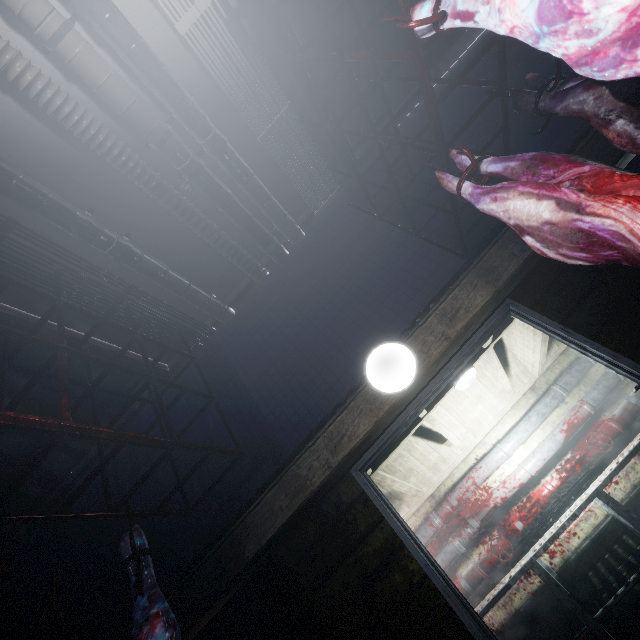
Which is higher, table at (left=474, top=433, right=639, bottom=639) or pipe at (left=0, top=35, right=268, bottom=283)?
pipe at (left=0, top=35, right=268, bottom=283)

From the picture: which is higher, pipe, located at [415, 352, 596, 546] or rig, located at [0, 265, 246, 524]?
rig, located at [0, 265, 246, 524]

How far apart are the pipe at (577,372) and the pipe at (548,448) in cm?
12

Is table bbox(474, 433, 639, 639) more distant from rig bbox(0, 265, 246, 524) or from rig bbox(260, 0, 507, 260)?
rig bbox(0, 265, 246, 524)

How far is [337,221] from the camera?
3.4m

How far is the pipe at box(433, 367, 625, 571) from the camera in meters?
4.1 m

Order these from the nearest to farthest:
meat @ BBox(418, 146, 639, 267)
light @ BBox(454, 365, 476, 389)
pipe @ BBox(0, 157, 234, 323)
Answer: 1. meat @ BBox(418, 146, 639, 267)
2. pipe @ BBox(0, 157, 234, 323)
3. light @ BBox(454, 365, 476, 389)

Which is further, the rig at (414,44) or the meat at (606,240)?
the rig at (414,44)
